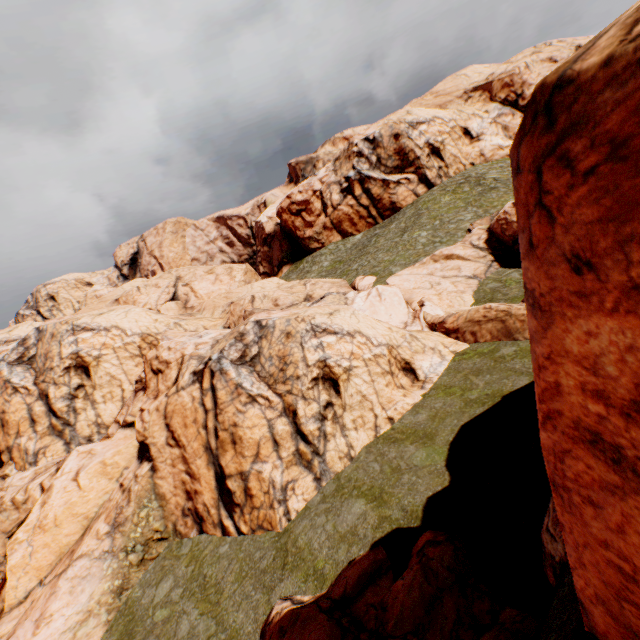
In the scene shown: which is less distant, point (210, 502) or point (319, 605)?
point (319, 605)

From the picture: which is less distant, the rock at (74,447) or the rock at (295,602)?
the rock at (74,447)

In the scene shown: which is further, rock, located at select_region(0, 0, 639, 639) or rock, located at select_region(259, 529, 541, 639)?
rock, located at select_region(259, 529, 541, 639)
